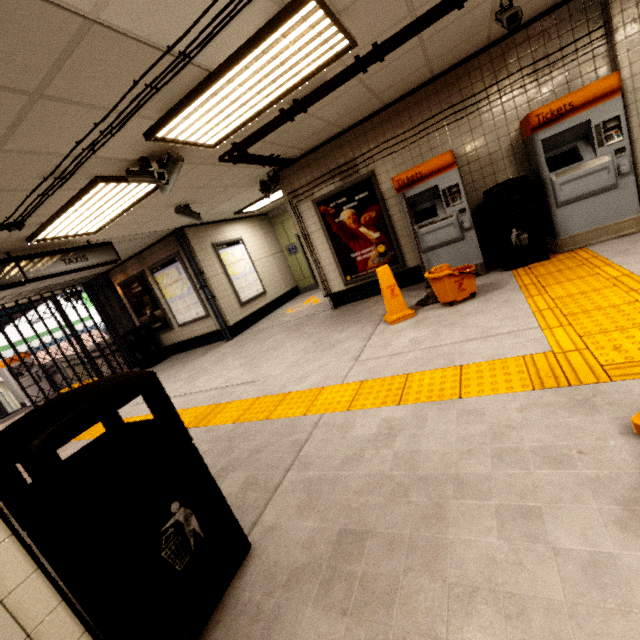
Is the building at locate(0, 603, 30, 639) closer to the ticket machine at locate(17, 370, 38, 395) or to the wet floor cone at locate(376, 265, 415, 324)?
the wet floor cone at locate(376, 265, 415, 324)

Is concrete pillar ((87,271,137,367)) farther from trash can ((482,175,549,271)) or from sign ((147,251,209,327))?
Result: trash can ((482,175,549,271))

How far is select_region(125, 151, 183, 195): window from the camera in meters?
3.6

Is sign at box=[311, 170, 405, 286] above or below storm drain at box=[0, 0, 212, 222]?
below

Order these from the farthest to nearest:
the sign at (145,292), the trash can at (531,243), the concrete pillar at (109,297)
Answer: the concrete pillar at (109,297) < the sign at (145,292) < the trash can at (531,243)

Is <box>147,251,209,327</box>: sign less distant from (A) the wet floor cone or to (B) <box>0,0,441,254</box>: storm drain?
(B) <box>0,0,441,254</box>: storm drain

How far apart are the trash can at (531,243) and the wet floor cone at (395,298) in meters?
1.5 m

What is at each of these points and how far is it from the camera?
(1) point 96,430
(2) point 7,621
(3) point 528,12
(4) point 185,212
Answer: (1) groundtactileadastrip, 5.23m
(2) building, 0.95m
(3) storm drain, 3.96m
(4) window, 5.90m
